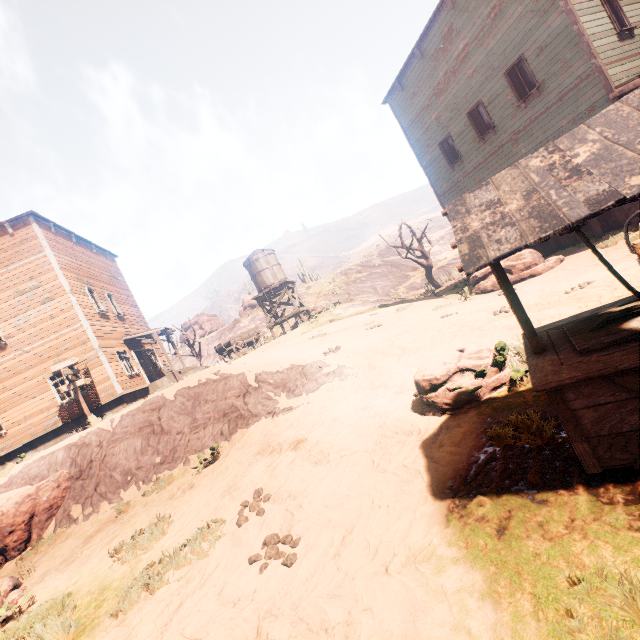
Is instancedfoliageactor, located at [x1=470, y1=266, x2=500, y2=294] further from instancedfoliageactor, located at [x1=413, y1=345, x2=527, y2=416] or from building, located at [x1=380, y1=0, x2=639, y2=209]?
instancedfoliageactor, located at [x1=413, y1=345, x2=527, y2=416]

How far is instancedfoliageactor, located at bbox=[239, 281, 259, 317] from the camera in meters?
46.2

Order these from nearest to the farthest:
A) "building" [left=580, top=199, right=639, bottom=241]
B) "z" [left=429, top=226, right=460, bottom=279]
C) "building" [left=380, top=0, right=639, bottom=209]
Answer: "building" [left=380, top=0, right=639, bottom=209]
"building" [left=580, top=199, right=639, bottom=241]
"z" [left=429, top=226, right=460, bottom=279]

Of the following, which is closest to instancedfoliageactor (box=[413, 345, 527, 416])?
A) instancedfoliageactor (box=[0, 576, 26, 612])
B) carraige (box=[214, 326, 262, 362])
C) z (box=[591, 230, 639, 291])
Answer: z (box=[591, 230, 639, 291])

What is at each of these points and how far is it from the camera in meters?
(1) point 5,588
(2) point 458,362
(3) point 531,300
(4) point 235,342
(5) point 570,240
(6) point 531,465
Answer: (1) instancedfoliageactor, 6.2
(2) instancedfoliageactor, 4.7
(3) z, 8.3
(4) carraige, 22.3
(5) building, 12.8
(6) z, 2.8

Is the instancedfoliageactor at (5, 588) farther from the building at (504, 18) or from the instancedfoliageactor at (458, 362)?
the instancedfoliageactor at (458, 362)

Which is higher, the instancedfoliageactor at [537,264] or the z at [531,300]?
the instancedfoliageactor at [537,264]

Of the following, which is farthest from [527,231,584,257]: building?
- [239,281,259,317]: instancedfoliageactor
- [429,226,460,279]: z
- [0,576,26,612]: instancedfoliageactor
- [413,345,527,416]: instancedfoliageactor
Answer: [429,226,460,279]: z
